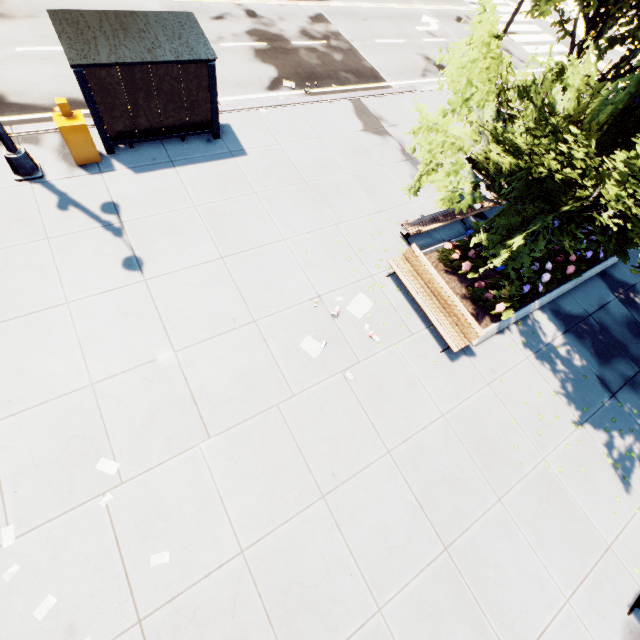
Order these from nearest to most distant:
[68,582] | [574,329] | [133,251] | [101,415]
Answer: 1. [68,582]
2. [101,415]
3. [133,251]
4. [574,329]

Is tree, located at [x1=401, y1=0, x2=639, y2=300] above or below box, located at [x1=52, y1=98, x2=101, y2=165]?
above

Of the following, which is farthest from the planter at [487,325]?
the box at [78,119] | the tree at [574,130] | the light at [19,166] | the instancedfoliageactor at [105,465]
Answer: the box at [78,119]

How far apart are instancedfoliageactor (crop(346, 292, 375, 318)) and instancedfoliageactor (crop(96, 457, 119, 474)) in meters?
5.8

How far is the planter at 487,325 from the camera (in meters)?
8.85

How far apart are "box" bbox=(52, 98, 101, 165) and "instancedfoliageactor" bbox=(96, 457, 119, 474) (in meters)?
7.73

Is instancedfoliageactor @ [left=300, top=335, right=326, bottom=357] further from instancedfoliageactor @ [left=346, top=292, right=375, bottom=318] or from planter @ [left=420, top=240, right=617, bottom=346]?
planter @ [left=420, top=240, right=617, bottom=346]

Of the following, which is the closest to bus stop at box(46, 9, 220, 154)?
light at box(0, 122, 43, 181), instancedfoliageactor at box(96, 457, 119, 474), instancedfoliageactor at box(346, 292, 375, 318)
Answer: light at box(0, 122, 43, 181)
